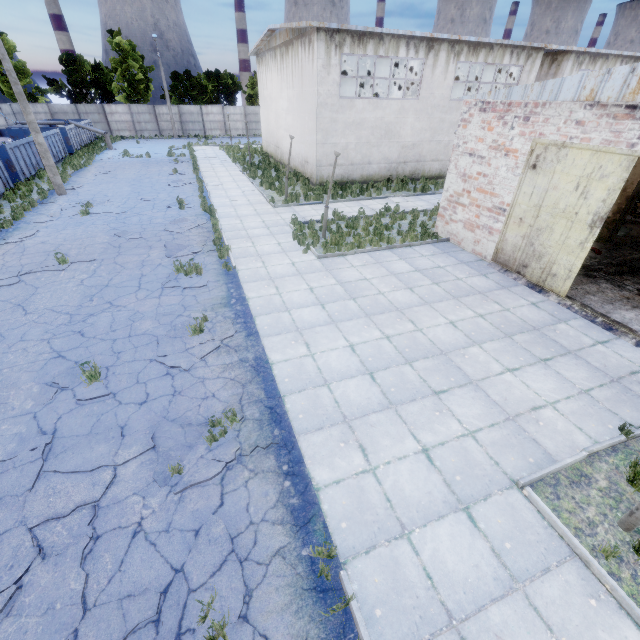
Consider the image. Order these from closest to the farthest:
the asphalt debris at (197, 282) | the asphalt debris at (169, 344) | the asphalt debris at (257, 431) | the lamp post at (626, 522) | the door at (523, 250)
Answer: the lamp post at (626, 522) → the asphalt debris at (257, 431) → the asphalt debris at (169, 344) → the door at (523, 250) → the asphalt debris at (197, 282)

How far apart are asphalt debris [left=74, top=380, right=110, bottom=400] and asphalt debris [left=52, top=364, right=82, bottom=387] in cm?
12

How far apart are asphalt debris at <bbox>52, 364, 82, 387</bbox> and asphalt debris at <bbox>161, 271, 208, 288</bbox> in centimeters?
352cm

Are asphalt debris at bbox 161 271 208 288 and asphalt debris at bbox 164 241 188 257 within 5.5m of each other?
yes

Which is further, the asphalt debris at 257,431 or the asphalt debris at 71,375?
the asphalt debris at 71,375

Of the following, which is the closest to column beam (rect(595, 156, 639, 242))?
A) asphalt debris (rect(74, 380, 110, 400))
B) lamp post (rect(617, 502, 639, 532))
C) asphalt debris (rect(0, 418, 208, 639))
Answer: lamp post (rect(617, 502, 639, 532))

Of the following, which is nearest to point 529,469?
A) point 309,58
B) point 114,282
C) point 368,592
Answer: point 368,592

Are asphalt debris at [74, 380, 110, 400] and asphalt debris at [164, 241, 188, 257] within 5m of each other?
no
